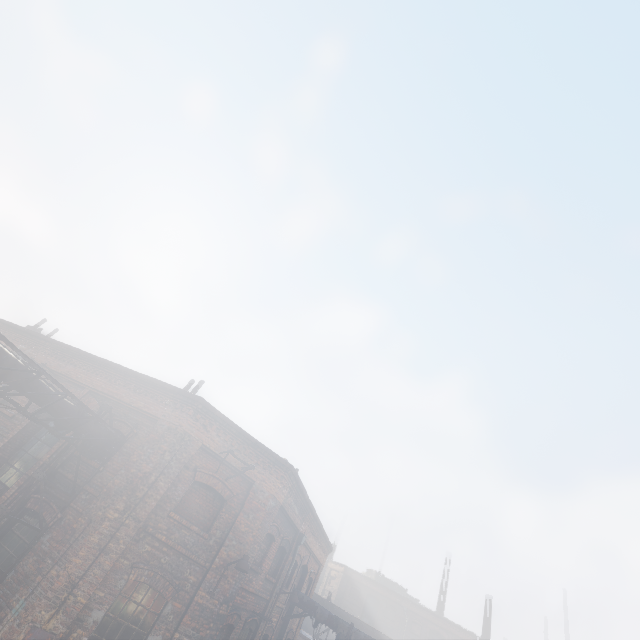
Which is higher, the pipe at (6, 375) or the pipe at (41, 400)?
the pipe at (41, 400)

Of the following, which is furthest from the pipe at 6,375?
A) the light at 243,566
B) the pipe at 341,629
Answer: the pipe at 341,629

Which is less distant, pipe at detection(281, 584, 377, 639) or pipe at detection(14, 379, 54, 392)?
pipe at detection(14, 379, 54, 392)

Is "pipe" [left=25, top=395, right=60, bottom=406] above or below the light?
above

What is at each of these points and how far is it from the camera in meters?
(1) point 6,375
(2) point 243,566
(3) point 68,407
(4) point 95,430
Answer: (1) pipe, 7.7 m
(2) light, 9.1 m
(3) pipe, 9.1 m
(4) pipe, 9.9 m

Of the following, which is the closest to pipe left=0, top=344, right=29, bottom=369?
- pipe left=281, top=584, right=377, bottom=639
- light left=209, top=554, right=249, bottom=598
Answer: light left=209, top=554, right=249, bottom=598

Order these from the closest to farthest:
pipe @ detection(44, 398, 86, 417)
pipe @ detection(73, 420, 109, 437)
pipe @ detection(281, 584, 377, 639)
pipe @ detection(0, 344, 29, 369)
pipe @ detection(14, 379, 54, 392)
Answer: pipe @ detection(0, 344, 29, 369), pipe @ detection(14, 379, 54, 392), pipe @ detection(44, 398, 86, 417), pipe @ detection(73, 420, 109, 437), pipe @ detection(281, 584, 377, 639)
